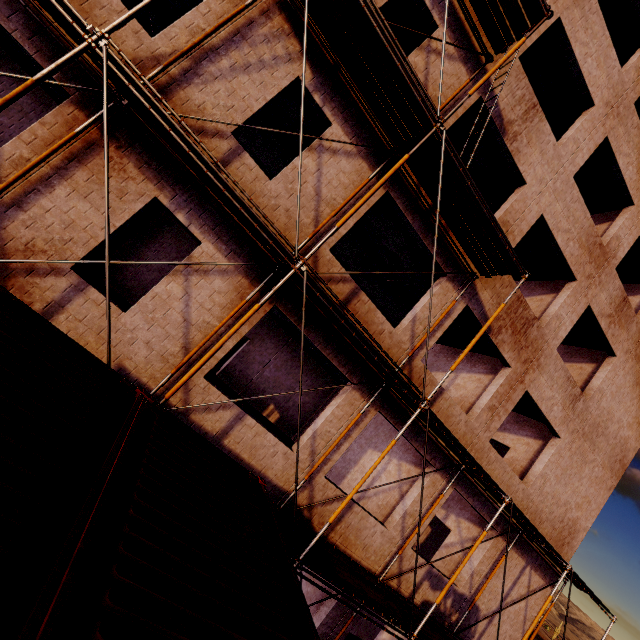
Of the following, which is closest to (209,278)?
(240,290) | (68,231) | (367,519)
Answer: (240,290)

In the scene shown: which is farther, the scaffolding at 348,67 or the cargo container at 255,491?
the scaffolding at 348,67

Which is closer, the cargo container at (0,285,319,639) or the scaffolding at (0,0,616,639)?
Result: the cargo container at (0,285,319,639)
